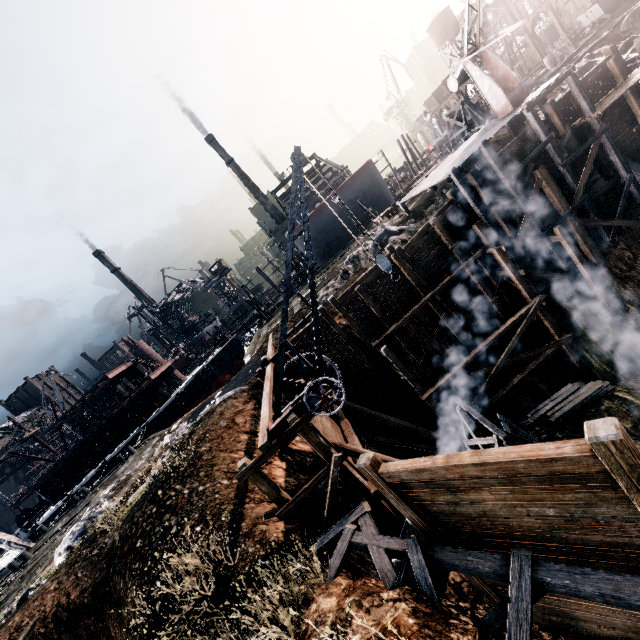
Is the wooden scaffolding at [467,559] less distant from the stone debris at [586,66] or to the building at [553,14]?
the stone debris at [586,66]

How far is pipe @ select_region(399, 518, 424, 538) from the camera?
10.1 meters

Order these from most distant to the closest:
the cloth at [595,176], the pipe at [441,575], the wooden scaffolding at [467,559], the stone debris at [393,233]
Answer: the stone debris at [393,233], the cloth at [595,176], the pipe at [441,575], the wooden scaffolding at [467,559]

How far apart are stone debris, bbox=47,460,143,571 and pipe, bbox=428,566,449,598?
14.99m

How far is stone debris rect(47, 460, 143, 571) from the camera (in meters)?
16.02

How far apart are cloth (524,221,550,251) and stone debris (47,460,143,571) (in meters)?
27.65

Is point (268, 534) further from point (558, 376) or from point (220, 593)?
point (558, 376)

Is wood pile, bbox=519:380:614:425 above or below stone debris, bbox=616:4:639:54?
below
